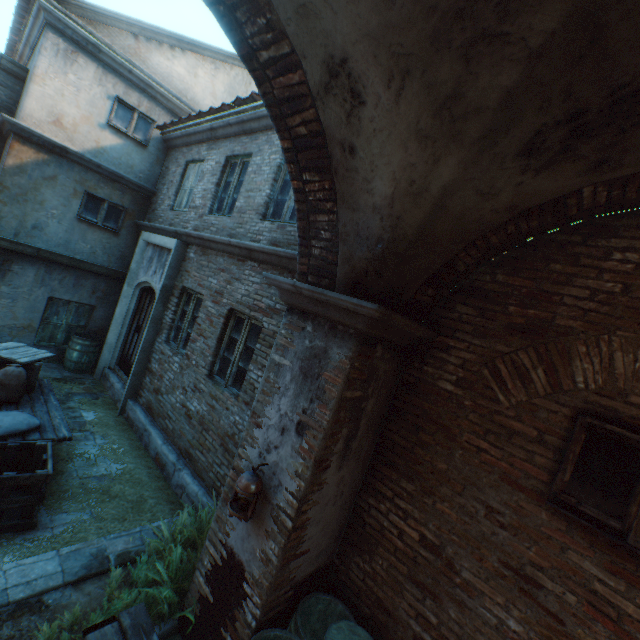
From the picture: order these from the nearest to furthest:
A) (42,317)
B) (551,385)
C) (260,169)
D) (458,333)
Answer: (551,385) → (458,333) → (260,169) → (42,317)

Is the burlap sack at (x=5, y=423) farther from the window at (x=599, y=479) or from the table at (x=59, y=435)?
the window at (x=599, y=479)

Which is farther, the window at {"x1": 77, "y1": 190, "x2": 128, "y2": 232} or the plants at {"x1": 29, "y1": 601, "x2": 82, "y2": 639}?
the window at {"x1": 77, "y1": 190, "x2": 128, "y2": 232}

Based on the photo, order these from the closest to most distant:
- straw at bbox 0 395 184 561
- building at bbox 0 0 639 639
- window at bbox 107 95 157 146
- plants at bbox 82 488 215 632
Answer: building at bbox 0 0 639 639
plants at bbox 82 488 215 632
straw at bbox 0 395 184 561
window at bbox 107 95 157 146

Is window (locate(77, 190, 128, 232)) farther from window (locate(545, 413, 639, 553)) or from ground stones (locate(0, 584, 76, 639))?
window (locate(545, 413, 639, 553))

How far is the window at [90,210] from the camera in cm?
825

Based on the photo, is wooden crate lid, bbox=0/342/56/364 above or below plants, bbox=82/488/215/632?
above

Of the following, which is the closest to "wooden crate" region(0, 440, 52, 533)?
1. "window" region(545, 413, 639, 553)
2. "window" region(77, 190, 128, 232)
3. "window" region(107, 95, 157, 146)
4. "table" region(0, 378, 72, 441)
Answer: "table" region(0, 378, 72, 441)
